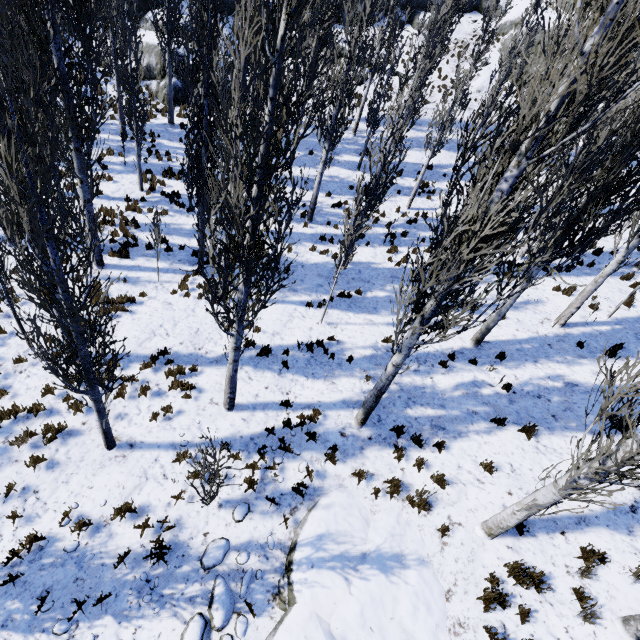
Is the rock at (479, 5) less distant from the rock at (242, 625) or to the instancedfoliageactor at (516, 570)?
the instancedfoliageactor at (516, 570)

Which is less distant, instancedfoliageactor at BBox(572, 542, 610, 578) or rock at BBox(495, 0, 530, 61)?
instancedfoliageactor at BBox(572, 542, 610, 578)

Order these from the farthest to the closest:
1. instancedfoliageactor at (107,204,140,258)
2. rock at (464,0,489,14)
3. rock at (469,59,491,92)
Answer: rock at (464,0,489,14) → rock at (469,59,491,92) → instancedfoliageactor at (107,204,140,258)

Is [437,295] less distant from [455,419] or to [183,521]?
[455,419]

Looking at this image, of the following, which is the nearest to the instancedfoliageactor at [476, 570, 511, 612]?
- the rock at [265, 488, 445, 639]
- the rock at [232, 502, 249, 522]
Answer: the rock at [265, 488, 445, 639]

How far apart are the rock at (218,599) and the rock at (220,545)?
0.1m

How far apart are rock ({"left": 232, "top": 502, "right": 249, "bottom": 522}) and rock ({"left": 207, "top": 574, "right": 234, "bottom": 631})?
0.8 meters
